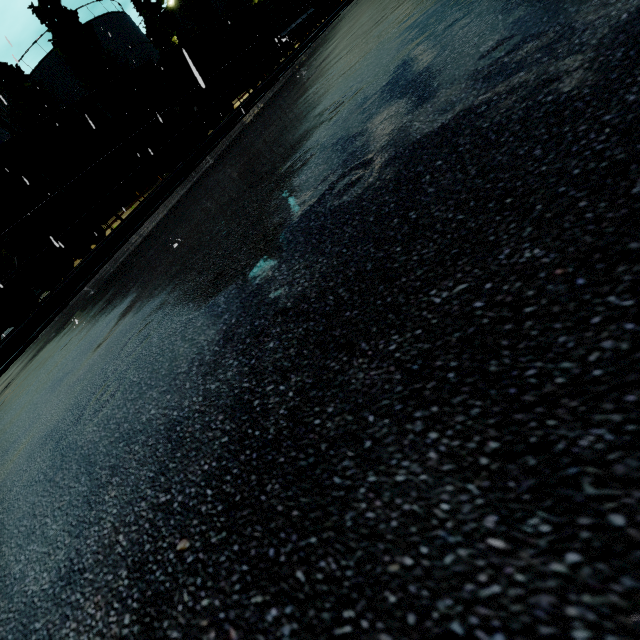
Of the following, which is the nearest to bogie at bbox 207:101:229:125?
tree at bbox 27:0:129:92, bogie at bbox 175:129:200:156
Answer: bogie at bbox 175:129:200:156

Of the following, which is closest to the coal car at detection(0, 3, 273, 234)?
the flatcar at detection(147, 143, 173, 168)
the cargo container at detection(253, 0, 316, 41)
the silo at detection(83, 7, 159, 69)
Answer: the flatcar at detection(147, 143, 173, 168)

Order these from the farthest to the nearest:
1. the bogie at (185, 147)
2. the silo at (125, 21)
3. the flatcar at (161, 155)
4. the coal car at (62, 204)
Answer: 1. the silo at (125, 21)
2. the bogie at (185, 147)
3. the flatcar at (161, 155)
4. the coal car at (62, 204)

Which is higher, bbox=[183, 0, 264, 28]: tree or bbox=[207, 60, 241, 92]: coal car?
bbox=[183, 0, 264, 28]: tree

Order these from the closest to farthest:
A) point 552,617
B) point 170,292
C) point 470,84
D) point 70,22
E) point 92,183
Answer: point 552,617
point 470,84
point 170,292
point 92,183
point 70,22

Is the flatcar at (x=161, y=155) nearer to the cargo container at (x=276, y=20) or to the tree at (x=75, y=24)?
the tree at (x=75, y=24)

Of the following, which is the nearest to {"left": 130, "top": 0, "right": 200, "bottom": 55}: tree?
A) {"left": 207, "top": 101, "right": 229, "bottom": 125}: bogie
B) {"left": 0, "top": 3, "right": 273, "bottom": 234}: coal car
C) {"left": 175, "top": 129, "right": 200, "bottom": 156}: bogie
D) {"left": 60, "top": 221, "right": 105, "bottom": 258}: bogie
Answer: {"left": 0, "top": 3, "right": 273, "bottom": 234}: coal car

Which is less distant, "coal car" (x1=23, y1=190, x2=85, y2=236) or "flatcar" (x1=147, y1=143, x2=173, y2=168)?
"coal car" (x1=23, y1=190, x2=85, y2=236)
